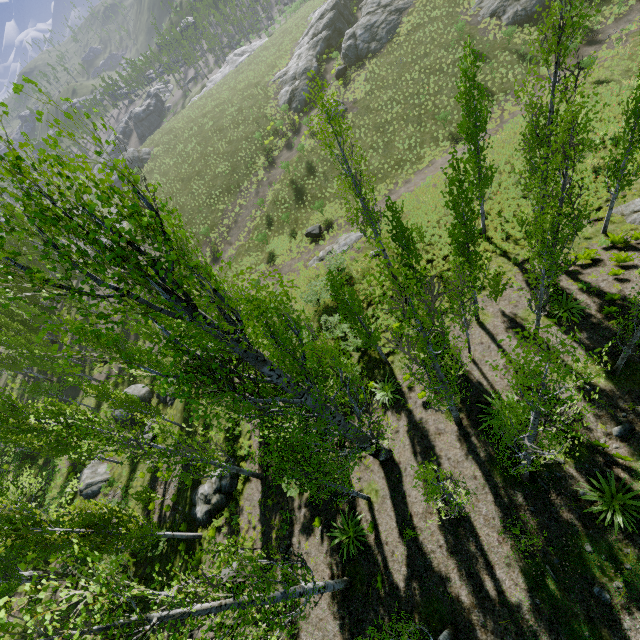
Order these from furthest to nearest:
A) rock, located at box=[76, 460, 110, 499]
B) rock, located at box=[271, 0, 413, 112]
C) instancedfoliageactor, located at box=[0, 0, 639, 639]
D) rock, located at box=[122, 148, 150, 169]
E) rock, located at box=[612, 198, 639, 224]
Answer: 1. rock, located at box=[122, 148, 150, 169]
2. rock, located at box=[271, 0, 413, 112]
3. rock, located at box=[76, 460, 110, 499]
4. rock, located at box=[612, 198, 639, 224]
5. instancedfoliageactor, located at box=[0, 0, 639, 639]

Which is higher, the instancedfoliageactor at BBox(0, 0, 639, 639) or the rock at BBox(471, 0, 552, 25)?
the instancedfoliageactor at BBox(0, 0, 639, 639)

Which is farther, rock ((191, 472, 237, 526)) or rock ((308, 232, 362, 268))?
rock ((308, 232, 362, 268))

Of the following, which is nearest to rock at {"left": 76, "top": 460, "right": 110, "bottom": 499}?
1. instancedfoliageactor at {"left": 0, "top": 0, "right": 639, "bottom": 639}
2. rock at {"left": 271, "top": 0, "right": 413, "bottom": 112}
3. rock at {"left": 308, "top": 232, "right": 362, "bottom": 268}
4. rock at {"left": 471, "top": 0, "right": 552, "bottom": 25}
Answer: instancedfoliageactor at {"left": 0, "top": 0, "right": 639, "bottom": 639}

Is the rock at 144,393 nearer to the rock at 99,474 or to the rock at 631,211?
the rock at 99,474

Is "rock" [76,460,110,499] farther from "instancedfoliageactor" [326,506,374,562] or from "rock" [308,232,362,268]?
"rock" [308,232,362,268]

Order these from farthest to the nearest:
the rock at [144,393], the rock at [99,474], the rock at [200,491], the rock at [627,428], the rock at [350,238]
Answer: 1. the rock at [144,393]
2. the rock at [350,238]
3. the rock at [99,474]
4. the rock at [200,491]
5. the rock at [627,428]

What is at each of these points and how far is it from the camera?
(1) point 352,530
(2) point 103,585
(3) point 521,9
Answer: (1) instancedfoliageactor, 13.12m
(2) instancedfoliageactor, 4.84m
(3) rock, 31.14m
